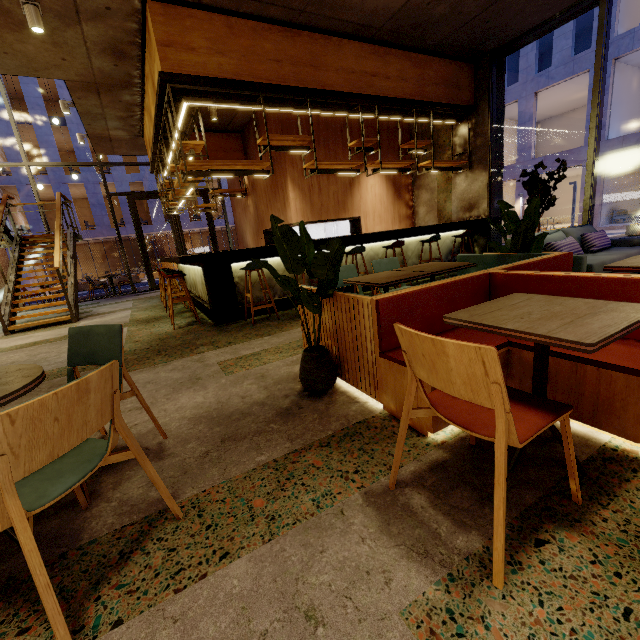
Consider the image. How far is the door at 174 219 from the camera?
12.5m

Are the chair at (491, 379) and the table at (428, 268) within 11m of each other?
yes

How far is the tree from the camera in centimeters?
217cm

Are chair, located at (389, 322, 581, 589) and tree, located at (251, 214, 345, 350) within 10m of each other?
yes

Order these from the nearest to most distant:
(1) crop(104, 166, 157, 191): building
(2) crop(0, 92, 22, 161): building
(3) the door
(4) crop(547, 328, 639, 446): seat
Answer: (4) crop(547, 328, 639, 446): seat < (3) the door < (2) crop(0, 92, 22, 161): building < (1) crop(104, 166, 157, 191): building

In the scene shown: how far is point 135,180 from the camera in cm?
2573

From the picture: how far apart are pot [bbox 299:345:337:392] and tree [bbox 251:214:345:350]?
0.0 meters

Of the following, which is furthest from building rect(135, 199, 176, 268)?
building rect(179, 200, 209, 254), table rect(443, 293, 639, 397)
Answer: table rect(443, 293, 639, 397)
